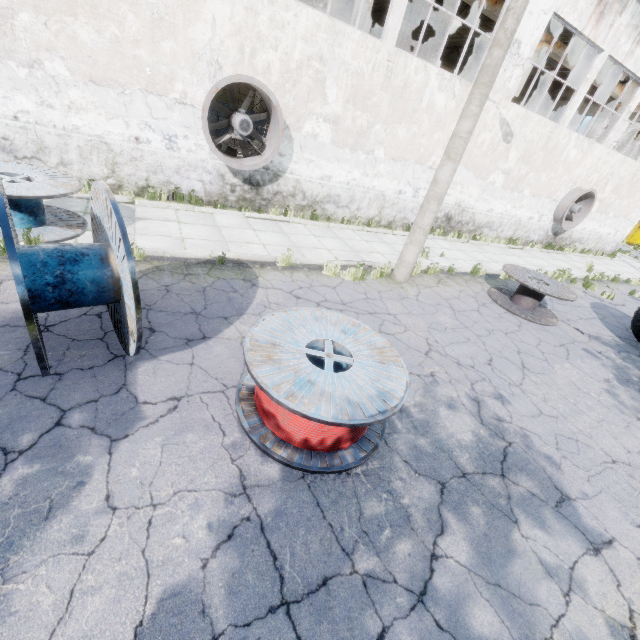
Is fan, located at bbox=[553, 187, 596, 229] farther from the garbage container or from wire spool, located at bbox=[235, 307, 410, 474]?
the garbage container

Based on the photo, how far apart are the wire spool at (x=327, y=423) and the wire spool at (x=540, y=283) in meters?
6.3

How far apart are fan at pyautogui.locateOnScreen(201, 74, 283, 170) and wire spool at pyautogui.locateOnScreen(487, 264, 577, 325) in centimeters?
743cm

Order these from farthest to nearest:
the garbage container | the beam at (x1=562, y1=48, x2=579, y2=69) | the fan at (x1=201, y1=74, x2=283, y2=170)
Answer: the garbage container
the beam at (x1=562, y1=48, x2=579, y2=69)
the fan at (x1=201, y1=74, x2=283, y2=170)

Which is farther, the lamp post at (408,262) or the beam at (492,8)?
the beam at (492,8)

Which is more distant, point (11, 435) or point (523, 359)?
point (523, 359)

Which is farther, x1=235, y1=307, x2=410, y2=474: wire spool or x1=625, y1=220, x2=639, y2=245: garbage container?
x1=625, y1=220, x2=639, y2=245: garbage container

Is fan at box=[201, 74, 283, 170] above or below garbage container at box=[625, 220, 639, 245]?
above
